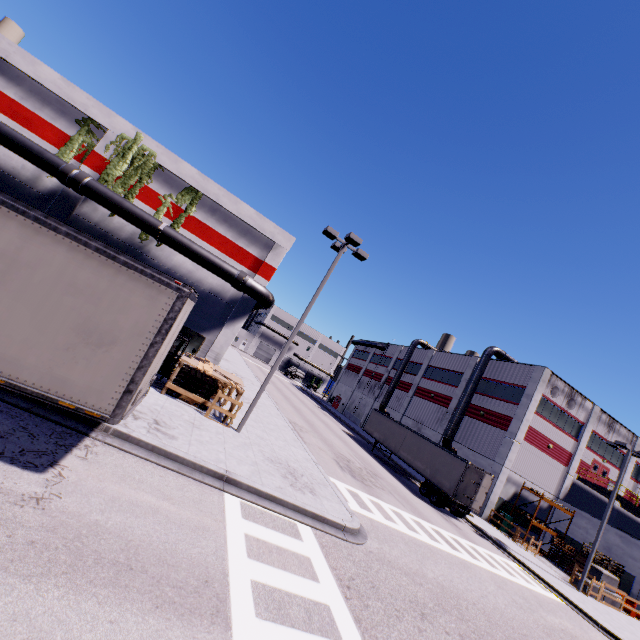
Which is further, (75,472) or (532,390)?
(532,390)

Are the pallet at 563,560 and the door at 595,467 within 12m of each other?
yes

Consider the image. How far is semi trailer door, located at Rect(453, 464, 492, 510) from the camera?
22.2 meters

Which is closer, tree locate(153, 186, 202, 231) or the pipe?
the pipe

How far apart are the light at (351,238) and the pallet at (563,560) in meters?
30.4

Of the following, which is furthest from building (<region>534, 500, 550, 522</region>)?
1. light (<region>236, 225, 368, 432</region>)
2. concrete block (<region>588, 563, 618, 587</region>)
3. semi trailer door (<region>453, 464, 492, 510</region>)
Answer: light (<region>236, 225, 368, 432</region>)

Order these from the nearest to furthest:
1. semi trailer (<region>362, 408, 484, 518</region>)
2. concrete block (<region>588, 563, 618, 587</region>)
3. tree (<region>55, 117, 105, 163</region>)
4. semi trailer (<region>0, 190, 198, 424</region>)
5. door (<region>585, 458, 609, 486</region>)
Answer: semi trailer (<region>0, 190, 198, 424</region>) → tree (<region>55, 117, 105, 163</region>) → concrete block (<region>588, 563, 618, 587</region>) → semi trailer (<region>362, 408, 484, 518</region>) → door (<region>585, 458, 609, 486</region>)

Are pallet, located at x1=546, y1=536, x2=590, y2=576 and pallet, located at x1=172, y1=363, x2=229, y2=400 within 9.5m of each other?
no
